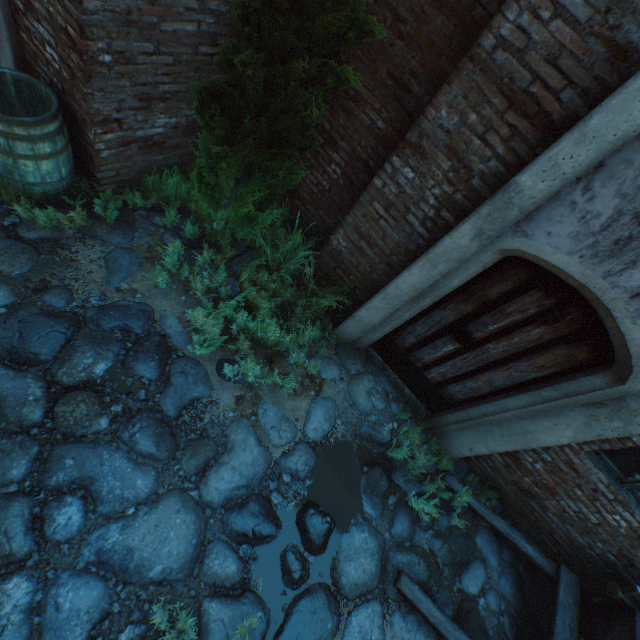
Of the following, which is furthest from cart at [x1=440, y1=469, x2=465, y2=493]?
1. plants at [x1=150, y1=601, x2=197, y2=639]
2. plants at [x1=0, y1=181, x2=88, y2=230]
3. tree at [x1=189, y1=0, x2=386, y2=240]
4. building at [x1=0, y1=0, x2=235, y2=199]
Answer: plants at [x1=0, y1=181, x2=88, y2=230]

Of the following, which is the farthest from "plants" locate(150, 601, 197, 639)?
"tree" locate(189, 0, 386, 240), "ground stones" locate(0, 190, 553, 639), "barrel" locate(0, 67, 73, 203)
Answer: "barrel" locate(0, 67, 73, 203)

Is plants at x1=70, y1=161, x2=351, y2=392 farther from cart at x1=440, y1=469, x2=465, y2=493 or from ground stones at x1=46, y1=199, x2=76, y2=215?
cart at x1=440, y1=469, x2=465, y2=493

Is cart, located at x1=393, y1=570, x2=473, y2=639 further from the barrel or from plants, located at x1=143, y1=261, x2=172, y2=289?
the barrel

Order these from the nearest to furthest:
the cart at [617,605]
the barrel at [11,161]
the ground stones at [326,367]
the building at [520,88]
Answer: the building at [520,88] < the barrel at [11,161] < the cart at [617,605] < the ground stones at [326,367]

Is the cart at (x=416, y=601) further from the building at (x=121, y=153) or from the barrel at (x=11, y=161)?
the barrel at (x=11, y=161)

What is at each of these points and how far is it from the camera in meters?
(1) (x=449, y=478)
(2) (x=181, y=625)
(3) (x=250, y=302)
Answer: (1) cart, 4.1 m
(2) plants, 2.3 m
(3) plants, 3.9 m

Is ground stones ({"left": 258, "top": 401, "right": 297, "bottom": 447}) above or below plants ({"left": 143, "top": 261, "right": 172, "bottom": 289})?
below
